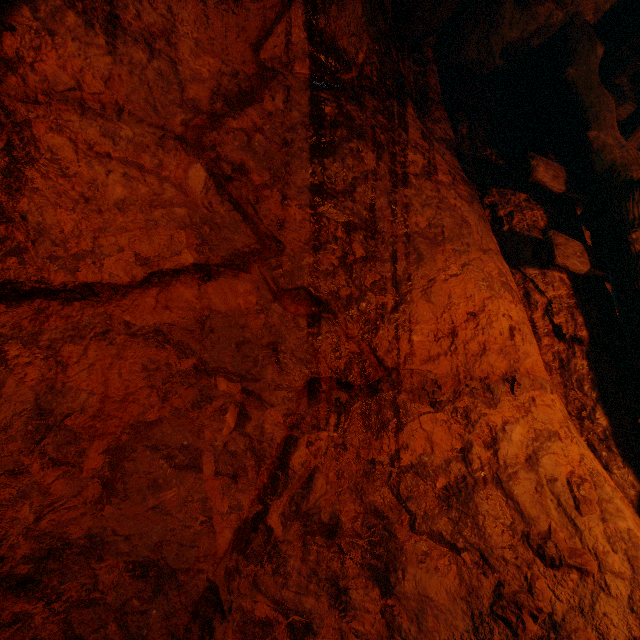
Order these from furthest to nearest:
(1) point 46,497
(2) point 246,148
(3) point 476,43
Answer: (3) point 476,43 → (2) point 246,148 → (1) point 46,497

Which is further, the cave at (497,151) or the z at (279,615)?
the cave at (497,151)

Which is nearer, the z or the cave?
the z
